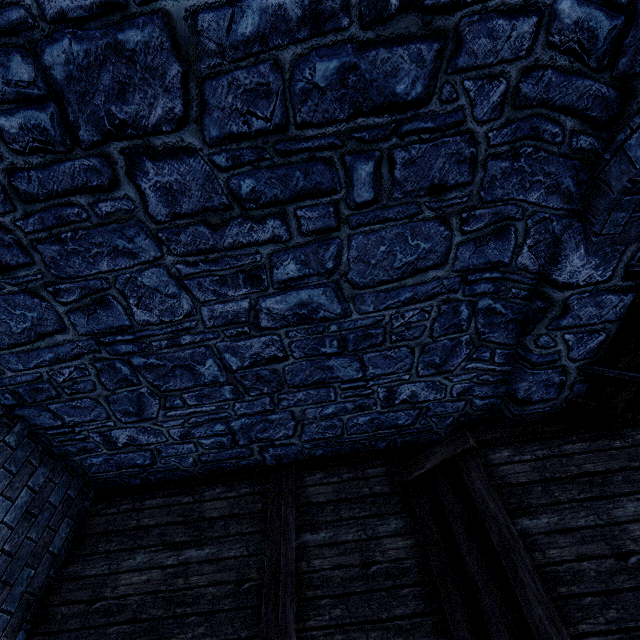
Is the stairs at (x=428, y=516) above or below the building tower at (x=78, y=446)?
below

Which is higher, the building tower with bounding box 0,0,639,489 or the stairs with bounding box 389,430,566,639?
the building tower with bounding box 0,0,639,489

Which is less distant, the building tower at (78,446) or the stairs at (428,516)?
the building tower at (78,446)

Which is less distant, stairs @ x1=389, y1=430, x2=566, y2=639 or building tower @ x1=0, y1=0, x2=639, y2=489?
building tower @ x1=0, y1=0, x2=639, y2=489

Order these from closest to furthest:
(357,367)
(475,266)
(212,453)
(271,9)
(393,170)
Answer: (271,9) → (393,170) → (475,266) → (357,367) → (212,453)
